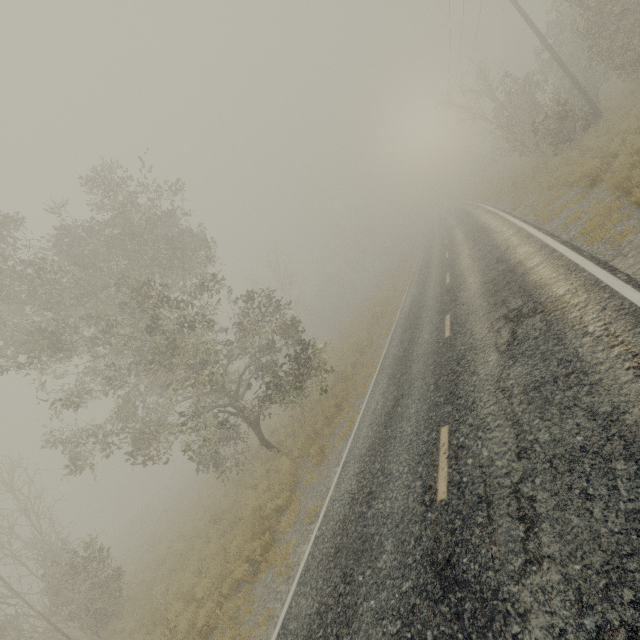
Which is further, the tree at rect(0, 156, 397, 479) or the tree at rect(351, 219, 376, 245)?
the tree at rect(351, 219, 376, 245)

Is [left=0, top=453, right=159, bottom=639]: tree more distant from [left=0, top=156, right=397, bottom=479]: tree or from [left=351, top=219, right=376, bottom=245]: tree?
[left=351, top=219, right=376, bottom=245]: tree

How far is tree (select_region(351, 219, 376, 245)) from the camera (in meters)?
52.44

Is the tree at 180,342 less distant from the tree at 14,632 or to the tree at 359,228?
the tree at 14,632

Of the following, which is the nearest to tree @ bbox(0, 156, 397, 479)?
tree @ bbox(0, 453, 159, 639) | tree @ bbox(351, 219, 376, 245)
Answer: tree @ bbox(0, 453, 159, 639)

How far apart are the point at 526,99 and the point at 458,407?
24.6 meters

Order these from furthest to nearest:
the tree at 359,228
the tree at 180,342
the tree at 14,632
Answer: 1. the tree at 359,228
2. the tree at 14,632
3. the tree at 180,342

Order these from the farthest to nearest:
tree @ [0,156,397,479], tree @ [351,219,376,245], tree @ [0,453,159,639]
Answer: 1. tree @ [351,219,376,245]
2. tree @ [0,453,159,639]
3. tree @ [0,156,397,479]
